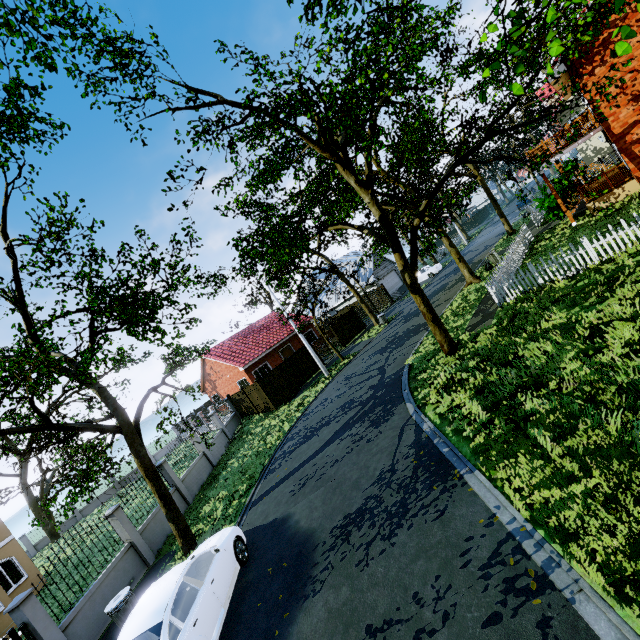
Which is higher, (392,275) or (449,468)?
(392,275)

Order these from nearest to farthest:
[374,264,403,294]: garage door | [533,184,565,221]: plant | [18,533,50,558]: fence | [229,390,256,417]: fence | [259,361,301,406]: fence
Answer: [533,184,565,221]: plant, [259,361,301,406]: fence, [229,390,256,417]: fence, [18,533,50,558]: fence, [374,264,403,294]: garage door

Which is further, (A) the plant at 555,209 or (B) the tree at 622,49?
(A) the plant at 555,209

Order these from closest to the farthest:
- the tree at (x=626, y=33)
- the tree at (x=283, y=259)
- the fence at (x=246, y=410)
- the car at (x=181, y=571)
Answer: the tree at (x=626, y=33) < the car at (x=181, y=571) < the tree at (x=283, y=259) < the fence at (x=246, y=410)

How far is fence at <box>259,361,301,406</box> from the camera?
22.9m

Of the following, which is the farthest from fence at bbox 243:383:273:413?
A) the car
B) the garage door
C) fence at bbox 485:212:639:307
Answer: the garage door

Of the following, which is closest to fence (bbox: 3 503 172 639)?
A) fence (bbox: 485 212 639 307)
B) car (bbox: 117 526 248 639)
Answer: car (bbox: 117 526 248 639)

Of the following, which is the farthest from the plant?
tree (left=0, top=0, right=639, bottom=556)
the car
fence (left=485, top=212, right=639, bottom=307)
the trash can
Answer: the trash can
